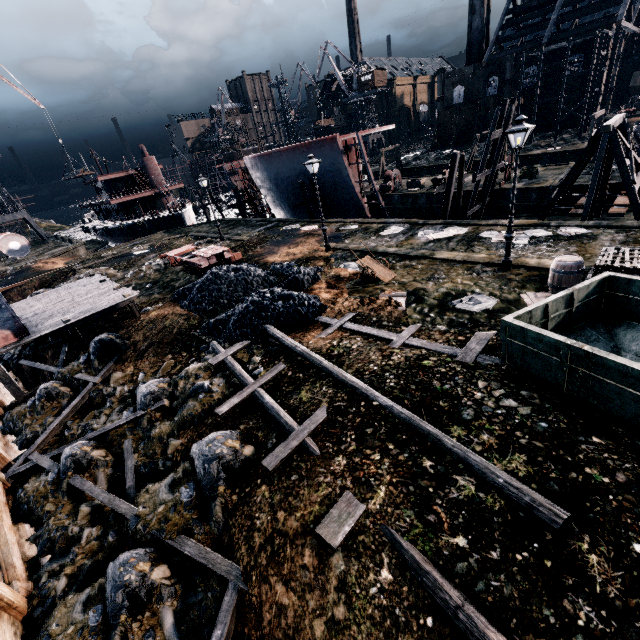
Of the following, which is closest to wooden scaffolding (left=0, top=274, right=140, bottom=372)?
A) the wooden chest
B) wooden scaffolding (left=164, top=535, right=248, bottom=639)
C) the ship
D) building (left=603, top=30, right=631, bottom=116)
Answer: wooden scaffolding (left=164, top=535, right=248, bottom=639)

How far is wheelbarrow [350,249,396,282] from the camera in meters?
15.7 m

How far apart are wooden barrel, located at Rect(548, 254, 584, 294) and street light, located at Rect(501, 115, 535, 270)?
2.23m

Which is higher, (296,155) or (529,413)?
(296,155)

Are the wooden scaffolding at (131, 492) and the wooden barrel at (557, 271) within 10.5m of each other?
no

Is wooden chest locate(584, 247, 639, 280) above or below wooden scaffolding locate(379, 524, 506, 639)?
above

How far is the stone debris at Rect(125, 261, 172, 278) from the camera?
25.4m

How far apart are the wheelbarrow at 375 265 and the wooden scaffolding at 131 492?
12.5 meters
